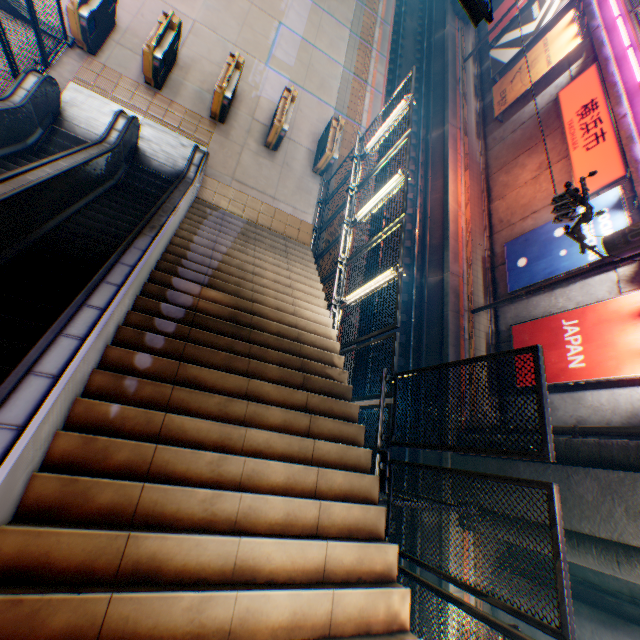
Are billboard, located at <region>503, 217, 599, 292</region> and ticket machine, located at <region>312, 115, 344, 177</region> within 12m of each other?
yes

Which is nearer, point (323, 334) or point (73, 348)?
point (73, 348)

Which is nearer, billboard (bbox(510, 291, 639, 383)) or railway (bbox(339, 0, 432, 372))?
billboard (bbox(510, 291, 639, 383))

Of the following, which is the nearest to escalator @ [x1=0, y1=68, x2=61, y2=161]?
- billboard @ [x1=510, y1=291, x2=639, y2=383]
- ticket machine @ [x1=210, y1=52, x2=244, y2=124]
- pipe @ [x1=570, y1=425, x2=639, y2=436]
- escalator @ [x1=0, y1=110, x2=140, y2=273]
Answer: escalator @ [x1=0, y1=110, x2=140, y2=273]

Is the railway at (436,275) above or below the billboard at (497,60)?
below

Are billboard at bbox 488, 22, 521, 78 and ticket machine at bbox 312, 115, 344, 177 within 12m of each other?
no

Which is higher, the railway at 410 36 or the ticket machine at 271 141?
the ticket machine at 271 141

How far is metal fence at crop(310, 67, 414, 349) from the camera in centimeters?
659cm
